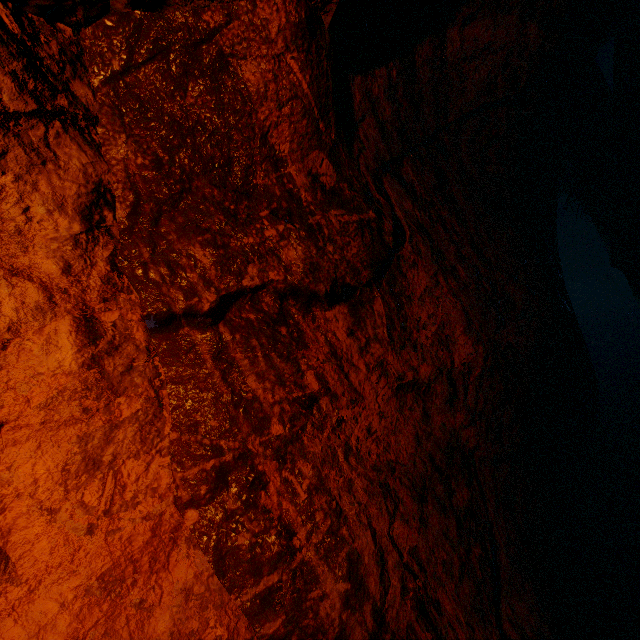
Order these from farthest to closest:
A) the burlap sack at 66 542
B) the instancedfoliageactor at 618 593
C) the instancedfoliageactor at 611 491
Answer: the instancedfoliageactor at 611 491
the instancedfoliageactor at 618 593
the burlap sack at 66 542

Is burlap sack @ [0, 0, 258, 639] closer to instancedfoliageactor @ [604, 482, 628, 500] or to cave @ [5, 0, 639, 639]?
cave @ [5, 0, 639, 639]

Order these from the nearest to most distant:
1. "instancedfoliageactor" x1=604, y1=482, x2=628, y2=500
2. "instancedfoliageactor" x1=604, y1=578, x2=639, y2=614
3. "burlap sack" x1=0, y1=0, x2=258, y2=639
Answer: "burlap sack" x1=0, y1=0, x2=258, y2=639 → "instancedfoliageactor" x1=604, y1=578, x2=639, y2=614 → "instancedfoliageactor" x1=604, y1=482, x2=628, y2=500

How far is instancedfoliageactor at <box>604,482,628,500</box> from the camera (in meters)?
3.29

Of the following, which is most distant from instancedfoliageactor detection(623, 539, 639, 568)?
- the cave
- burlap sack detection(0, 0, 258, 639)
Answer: burlap sack detection(0, 0, 258, 639)

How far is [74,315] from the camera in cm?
112

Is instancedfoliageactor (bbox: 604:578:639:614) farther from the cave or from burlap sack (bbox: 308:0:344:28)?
burlap sack (bbox: 308:0:344:28)

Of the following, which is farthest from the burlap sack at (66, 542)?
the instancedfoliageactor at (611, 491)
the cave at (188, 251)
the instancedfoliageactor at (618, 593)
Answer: the instancedfoliageactor at (611, 491)
